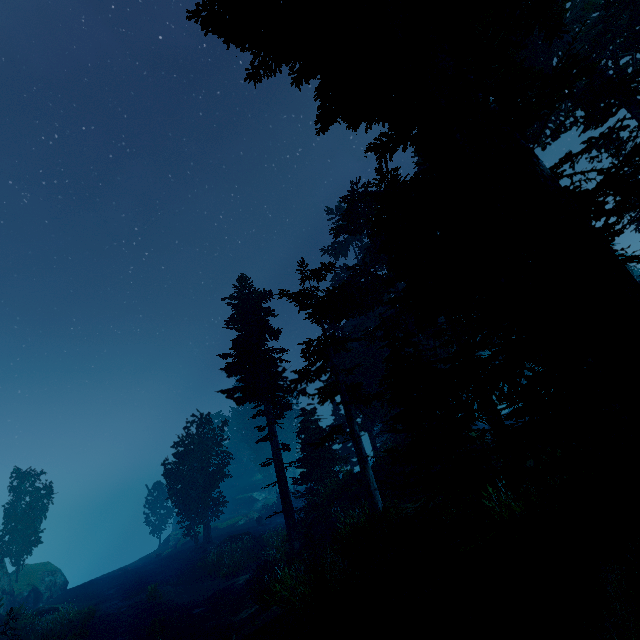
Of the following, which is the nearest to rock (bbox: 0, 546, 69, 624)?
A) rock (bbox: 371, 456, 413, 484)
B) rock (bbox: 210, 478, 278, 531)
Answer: rock (bbox: 371, 456, 413, 484)

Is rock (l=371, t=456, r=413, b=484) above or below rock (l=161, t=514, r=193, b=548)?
above

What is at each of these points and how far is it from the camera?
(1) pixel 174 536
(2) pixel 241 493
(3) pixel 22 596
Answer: (1) rock, 48.0 meters
(2) rock, 55.3 meters
(3) rock, 29.0 meters

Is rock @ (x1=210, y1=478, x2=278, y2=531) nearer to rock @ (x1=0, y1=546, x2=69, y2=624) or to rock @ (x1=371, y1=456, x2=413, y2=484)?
rock @ (x1=0, y1=546, x2=69, y2=624)

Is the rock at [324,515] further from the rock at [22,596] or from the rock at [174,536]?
the rock at [174,536]

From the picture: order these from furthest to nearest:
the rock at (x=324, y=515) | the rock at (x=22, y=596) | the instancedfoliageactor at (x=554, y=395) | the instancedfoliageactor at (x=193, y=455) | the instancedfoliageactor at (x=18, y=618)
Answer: the instancedfoliageactor at (x=193, y=455)
the rock at (x=22, y=596)
the rock at (x=324, y=515)
the instancedfoliageactor at (x=18, y=618)
the instancedfoliageactor at (x=554, y=395)

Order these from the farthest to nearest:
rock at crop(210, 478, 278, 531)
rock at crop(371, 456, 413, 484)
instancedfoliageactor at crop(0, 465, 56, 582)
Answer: rock at crop(210, 478, 278, 531)
instancedfoliageactor at crop(0, 465, 56, 582)
rock at crop(371, 456, 413, 484)

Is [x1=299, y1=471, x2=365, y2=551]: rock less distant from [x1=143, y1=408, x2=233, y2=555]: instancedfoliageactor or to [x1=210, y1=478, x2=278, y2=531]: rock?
[x1=143, y1=408, x2=233, y2=555]: instancedfoliageactor
